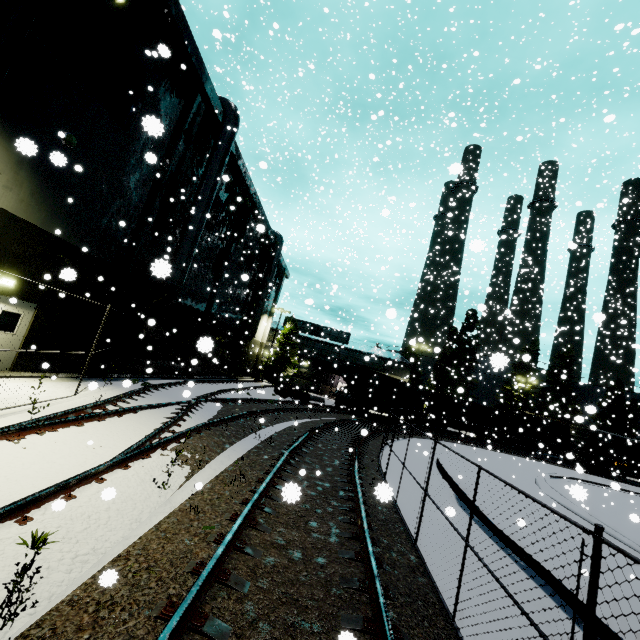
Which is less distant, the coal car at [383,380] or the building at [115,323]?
the building at [115,323]

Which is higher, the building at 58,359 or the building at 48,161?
the building at 48,161

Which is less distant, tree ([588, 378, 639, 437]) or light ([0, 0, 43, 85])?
light ([0, 0, 43, 85])

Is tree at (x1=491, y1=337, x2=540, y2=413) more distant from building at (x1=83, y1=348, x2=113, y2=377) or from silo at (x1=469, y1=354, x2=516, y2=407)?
building at (x1=83, y1=348, x2=113, y2=377)

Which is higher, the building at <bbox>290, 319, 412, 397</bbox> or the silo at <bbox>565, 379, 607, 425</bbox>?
the silo at <bbox>565, 379, 607, 425</bbox>

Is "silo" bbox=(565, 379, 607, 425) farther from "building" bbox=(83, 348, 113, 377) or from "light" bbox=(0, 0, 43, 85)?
"light" bbox=(0, 0, 43, 85)

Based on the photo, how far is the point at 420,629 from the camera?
3.9 meters

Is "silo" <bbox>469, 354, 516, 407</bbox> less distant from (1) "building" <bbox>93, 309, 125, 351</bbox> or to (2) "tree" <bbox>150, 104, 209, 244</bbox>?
(2) "tree" <bbox>150, 104, 209, 244</bbox>
